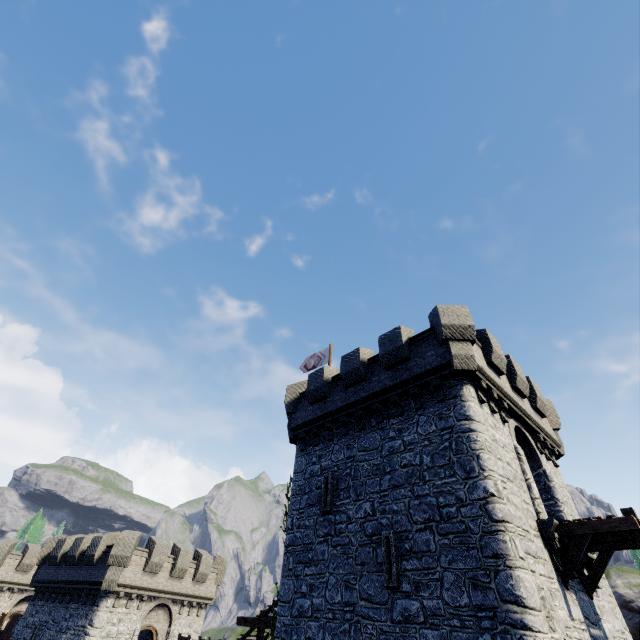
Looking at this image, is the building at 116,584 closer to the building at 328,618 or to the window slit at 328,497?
the building at 328,618

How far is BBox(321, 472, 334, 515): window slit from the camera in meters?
13.6 m

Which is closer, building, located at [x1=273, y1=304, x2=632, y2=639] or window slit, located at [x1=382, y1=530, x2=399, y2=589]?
building, located at [x1=273, y1=304, x2=632, y2=639]

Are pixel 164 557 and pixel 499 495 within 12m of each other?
no

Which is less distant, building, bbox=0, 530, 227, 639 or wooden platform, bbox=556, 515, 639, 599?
wooden platform, bbox=556, 515, 639, 599

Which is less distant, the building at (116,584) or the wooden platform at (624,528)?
the wooden platform at (624,528)

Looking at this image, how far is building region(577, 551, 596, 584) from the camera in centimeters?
1121cm

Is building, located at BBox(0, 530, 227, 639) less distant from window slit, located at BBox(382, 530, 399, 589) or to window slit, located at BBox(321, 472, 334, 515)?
window slit, located at BBox(321, 472, 334, 515)
